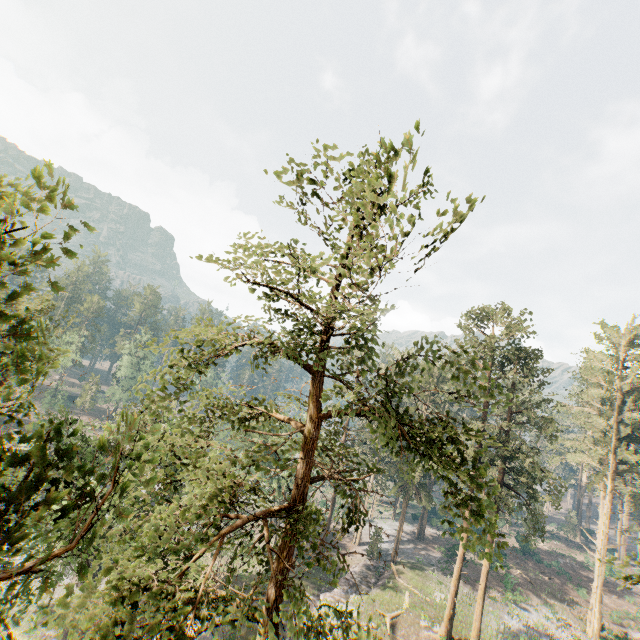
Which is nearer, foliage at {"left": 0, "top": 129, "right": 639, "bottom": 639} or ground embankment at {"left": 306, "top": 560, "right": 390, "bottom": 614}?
foliage at {"left": 0, "top": 129, "right": 639, "bottom": 639}

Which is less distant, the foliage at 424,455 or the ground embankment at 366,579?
the foliage at 424,455

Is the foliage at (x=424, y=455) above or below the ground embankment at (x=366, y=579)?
above

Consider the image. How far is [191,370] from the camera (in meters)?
6.97

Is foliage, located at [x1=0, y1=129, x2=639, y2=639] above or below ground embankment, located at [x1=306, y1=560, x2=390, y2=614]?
above

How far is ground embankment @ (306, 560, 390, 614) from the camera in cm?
3269
